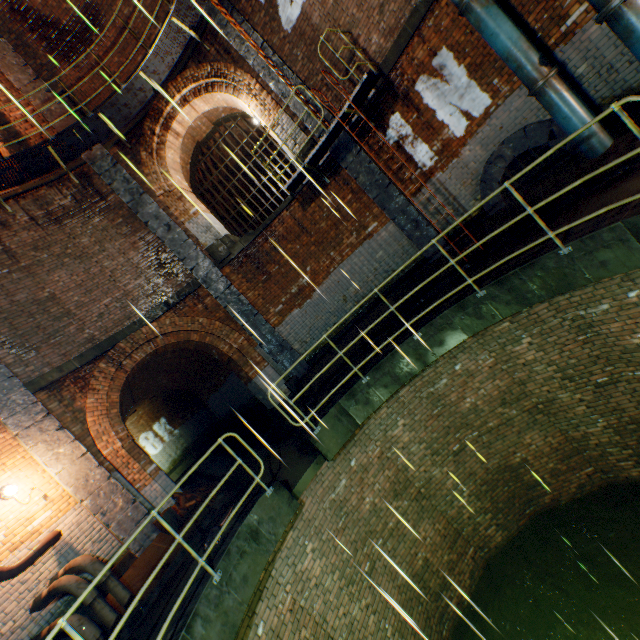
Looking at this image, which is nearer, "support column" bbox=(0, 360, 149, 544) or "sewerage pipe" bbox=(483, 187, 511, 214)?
"support column" bbox=(0, 360, 149, 544)

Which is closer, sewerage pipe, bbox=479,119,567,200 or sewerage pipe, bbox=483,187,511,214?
sewerage pipe, bbox=479,119,567,200

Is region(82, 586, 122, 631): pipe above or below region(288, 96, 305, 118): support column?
below

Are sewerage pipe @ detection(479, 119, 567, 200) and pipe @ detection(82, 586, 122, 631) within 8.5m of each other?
no

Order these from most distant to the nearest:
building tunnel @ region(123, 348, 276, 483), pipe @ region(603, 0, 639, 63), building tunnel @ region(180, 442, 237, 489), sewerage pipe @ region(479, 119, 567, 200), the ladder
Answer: building tunnel @ region(123, 348, 276, 483), building tunnel @ region(180, 442, 237, 489), the ladder, sewerage pipe @ region(479, 119, 567, 200), pipe @ region(603, 0, 639, 63)

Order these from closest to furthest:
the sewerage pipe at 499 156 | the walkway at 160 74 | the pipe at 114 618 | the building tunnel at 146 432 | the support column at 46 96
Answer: the pipe at 114 618 < the sewerage pipe at 499 156 < the walkway at 160 74 < the support column at 46 96 < the building tunnel at 146 432

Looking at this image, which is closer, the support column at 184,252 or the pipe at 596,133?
the pipe at 596,133

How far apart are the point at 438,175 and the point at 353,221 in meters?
2.6 m
